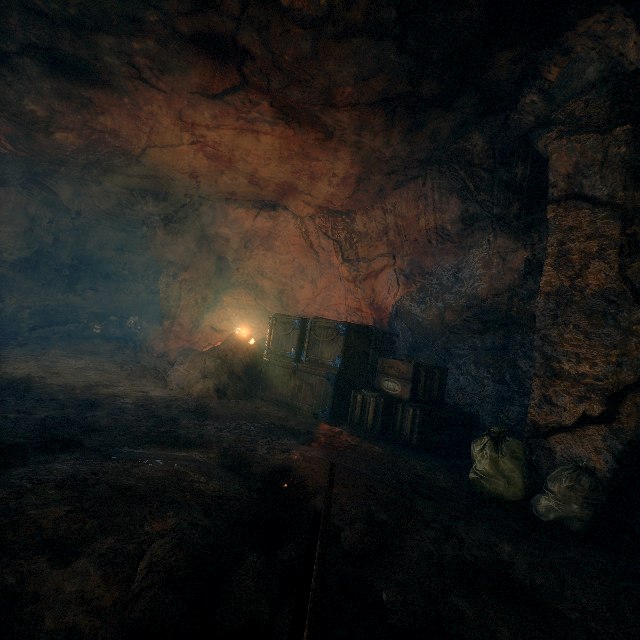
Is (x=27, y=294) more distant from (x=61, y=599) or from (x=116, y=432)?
(x=61, y=599)

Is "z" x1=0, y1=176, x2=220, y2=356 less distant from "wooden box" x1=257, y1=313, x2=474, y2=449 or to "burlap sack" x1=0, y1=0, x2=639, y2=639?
"burlap sack" x1=0, y1=0, x2=639, y2=639

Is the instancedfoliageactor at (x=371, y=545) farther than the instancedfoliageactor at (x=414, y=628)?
Yes

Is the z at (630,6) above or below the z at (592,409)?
above

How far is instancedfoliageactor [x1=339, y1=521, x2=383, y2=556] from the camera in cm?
213

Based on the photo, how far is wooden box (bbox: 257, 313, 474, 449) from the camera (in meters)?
4.89

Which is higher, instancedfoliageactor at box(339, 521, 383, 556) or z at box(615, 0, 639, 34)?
z at box(615, 0, 639, 34)

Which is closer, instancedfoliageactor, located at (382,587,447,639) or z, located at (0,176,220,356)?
instancedfoliageactor, located at (382,587,447,639)
